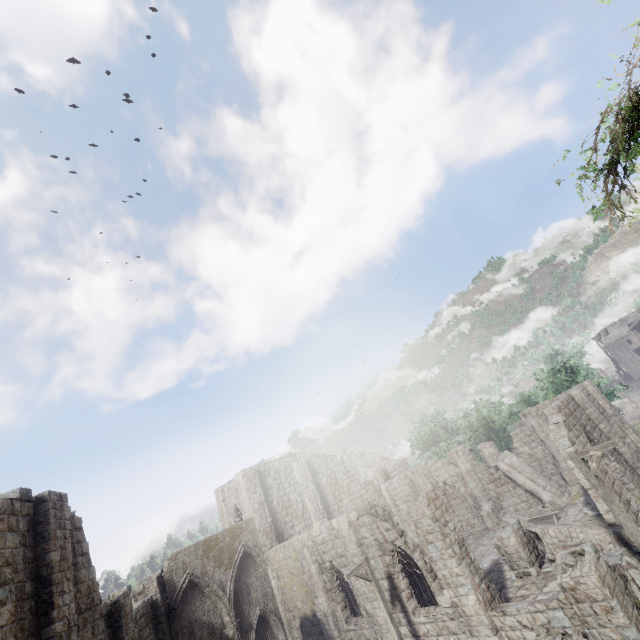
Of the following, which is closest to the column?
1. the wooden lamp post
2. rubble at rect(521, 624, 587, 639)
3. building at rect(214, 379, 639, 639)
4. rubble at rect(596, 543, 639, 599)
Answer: building at rect(214, 379, 639, 639)

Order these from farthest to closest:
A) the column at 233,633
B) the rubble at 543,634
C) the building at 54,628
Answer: the column at 233,633 < the rubble at 543,634 < the building at 54,628

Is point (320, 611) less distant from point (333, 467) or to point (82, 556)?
point (333, 467)

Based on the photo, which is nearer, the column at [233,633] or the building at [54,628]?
the building at [54,628]

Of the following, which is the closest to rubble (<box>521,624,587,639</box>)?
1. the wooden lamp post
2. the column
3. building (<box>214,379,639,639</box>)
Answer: building (<box>214,379,639,639</box>)

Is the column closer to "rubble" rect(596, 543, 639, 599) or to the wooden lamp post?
"rubble" rect(596, 543, 639, 599)

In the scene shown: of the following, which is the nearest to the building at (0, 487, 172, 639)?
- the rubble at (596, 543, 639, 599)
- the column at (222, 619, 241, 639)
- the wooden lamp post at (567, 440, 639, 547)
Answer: the rubble at (596, 543, 639, 599)
